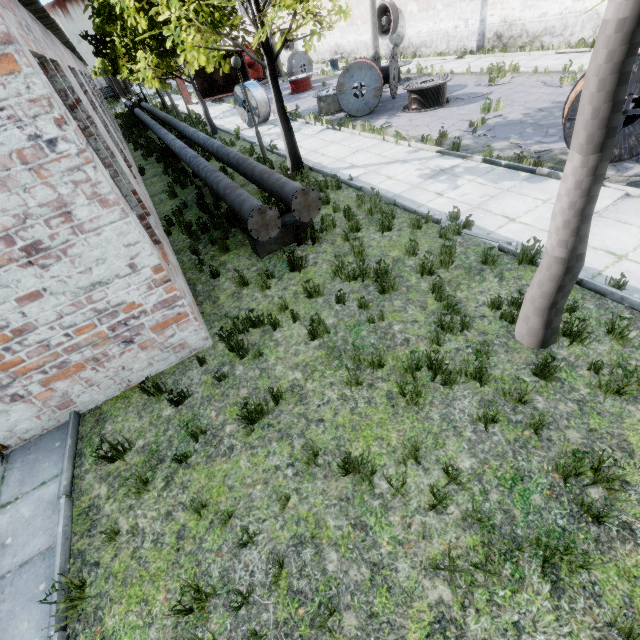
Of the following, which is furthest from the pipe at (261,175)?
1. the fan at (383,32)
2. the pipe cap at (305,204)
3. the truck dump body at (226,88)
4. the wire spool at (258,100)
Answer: the fan at (383,32)

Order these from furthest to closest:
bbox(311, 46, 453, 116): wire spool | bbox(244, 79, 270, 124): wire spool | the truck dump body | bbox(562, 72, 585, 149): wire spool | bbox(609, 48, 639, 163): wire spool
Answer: the truck dump body < bbox(244, 79, 270, 124): wire spool < bbox(311, 46, 453, 116): wire spool < bbox(562, 72, 585, 149): wire spool < bbox(609, 48, 639, 163): wire spool

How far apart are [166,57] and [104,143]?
11.1m

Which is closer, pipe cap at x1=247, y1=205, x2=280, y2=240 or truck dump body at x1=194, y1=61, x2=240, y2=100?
pipe cap at x1=247, y1=205, x2=280, y2=240

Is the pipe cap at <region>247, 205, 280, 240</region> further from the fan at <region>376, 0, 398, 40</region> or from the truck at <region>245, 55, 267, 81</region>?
the truck at <region>245, 55, 267, 81</region>

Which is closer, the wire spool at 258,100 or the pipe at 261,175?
the pipe at 261,175

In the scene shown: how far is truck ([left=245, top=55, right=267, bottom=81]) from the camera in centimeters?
3075cm

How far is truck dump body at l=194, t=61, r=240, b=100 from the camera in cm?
3047
